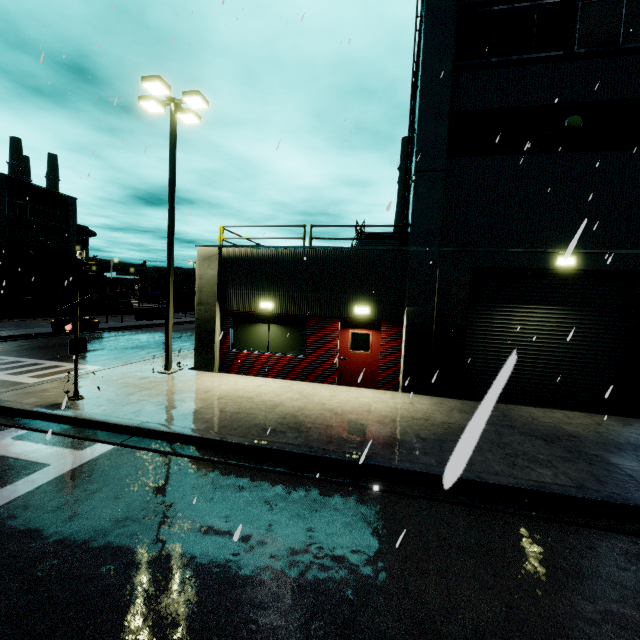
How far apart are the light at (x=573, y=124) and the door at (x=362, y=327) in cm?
799

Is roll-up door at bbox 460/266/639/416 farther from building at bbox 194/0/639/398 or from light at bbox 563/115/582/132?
light at bbox 563/115/582/132

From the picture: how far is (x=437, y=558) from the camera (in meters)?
4.18

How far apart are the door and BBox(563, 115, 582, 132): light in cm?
799

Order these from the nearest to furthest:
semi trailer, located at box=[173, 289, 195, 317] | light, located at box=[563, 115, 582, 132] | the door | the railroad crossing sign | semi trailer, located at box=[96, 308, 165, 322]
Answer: the railroad crossing sign < light, located at box=[563, 115, 582, 132] < the door < semi trailer, located at box=[96, 308, 165, 322] < semi trailer, located at box=[173, 289, 195, 317]

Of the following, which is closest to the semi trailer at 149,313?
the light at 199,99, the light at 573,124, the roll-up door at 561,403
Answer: the roll-up door at 561,403

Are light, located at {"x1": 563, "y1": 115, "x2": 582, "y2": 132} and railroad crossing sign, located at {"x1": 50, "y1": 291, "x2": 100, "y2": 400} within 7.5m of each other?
no

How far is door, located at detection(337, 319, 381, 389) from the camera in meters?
11.5
